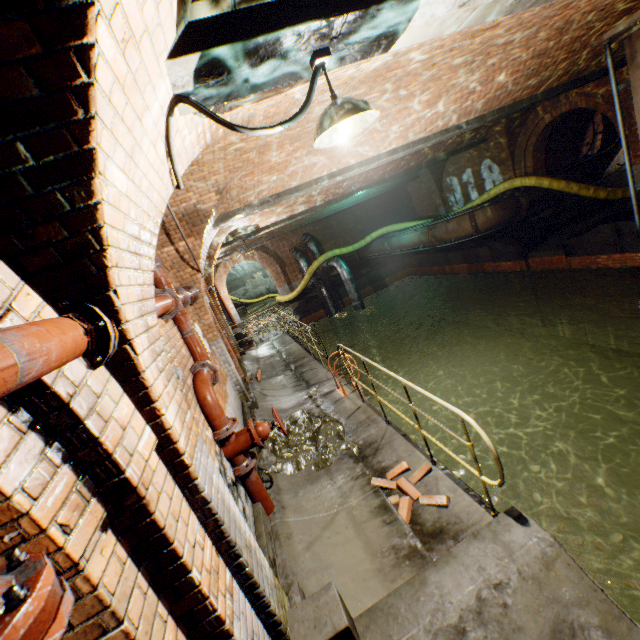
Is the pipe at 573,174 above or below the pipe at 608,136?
below

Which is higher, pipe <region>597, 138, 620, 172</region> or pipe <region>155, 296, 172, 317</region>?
pipe <region>155, 296, 172, 317</region>

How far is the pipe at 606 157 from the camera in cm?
1384

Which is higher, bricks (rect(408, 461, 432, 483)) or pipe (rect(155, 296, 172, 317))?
pipe (rect(155, 296, 172, 317))

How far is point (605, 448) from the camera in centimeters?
924cm

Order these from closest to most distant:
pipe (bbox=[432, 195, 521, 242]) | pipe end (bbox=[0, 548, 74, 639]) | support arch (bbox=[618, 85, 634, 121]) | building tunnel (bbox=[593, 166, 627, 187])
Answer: pipe end (bbox=[0, 548, 74, 639]), support arch (bbox=[618, 85, 634, 121]), pipe (bbox=[432, 195, 521, 242]), building tunnel (bbox=[593, 166, 627, 187])

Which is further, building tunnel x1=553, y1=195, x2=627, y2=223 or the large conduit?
building tunnel x1=553, y1=195, x2=627, y2=223

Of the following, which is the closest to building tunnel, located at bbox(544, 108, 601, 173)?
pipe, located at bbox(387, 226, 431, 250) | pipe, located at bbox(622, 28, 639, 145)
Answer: pipe, located at bbox(622, 28, 639, 145)
